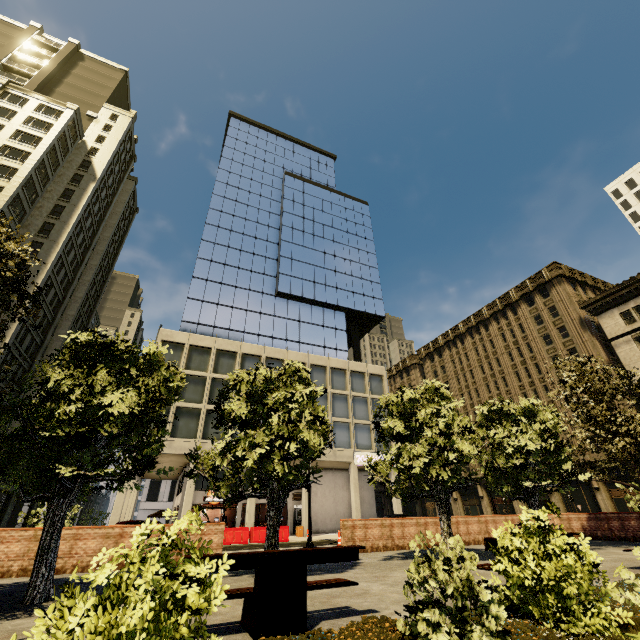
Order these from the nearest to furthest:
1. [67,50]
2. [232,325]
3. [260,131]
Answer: [232,325] → [67,50] → [260,131]

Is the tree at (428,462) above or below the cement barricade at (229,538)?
above

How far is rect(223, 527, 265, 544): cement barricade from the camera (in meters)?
Result: 20.78

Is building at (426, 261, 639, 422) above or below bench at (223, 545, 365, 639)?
above

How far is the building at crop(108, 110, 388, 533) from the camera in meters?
29.9 m

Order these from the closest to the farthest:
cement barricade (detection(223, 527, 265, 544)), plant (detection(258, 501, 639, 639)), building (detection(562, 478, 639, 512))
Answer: plant (detection(258, 501, 639, 639)) → cement barricade (detection(223, 527, 265, 544)) → building (detection(562, 478, 639, 512))

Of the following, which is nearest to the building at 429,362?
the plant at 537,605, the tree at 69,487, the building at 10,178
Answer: the building at 10,178

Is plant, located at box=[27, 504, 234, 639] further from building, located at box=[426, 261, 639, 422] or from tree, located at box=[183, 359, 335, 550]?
building, located at box=[426, 261, 639, 422]
